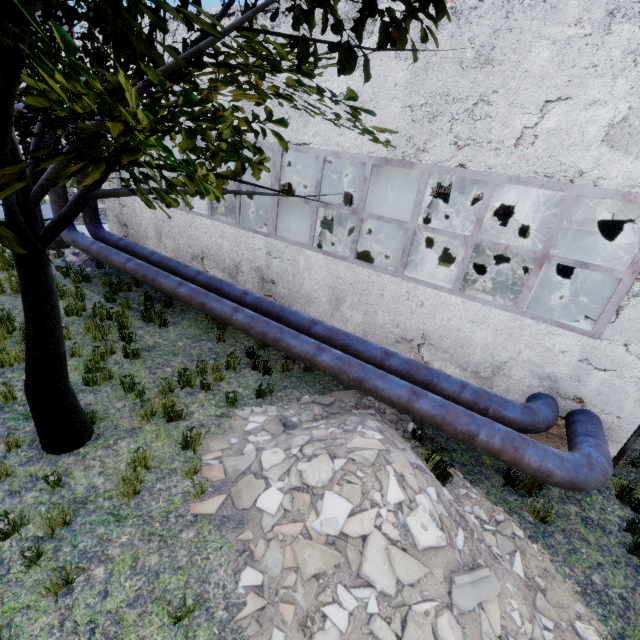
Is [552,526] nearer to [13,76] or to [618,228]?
[13,76]

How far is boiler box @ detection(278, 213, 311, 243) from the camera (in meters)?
10.06

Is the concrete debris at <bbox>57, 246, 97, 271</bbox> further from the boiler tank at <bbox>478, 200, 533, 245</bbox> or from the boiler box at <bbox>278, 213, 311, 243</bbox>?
the boiler tank at <bbox>478, 200, 533, 245</bbox>

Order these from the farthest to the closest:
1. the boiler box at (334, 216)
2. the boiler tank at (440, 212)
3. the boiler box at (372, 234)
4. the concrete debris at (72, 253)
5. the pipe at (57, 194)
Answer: the boiler tank at (440, 212)
the concrete debris at (72, 253)
the pipe at (57, 194)
the boiler box at (334, 216)
the boiler box at (372, 234)

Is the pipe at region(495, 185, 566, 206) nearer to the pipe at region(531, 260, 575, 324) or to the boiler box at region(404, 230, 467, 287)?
the pipe at region(531, 260, 575, 324)

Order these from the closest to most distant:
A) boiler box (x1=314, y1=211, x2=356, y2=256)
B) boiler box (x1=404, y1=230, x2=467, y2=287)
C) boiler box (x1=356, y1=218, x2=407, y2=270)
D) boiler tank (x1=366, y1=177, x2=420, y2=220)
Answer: boiler box (x1=404, y1=230, x2=467, y2=287) → boiler box (x1=356, y1=218, x2=407, y2=270) → boiler box (x1=314, y1=211, x2=356, y2=256) → boiler tank (x1=366, y1=177, x2=420, y2=220)

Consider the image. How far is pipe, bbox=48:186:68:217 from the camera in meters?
11.4

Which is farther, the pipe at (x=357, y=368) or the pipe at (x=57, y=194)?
the pipe at (x=57, y=194)
